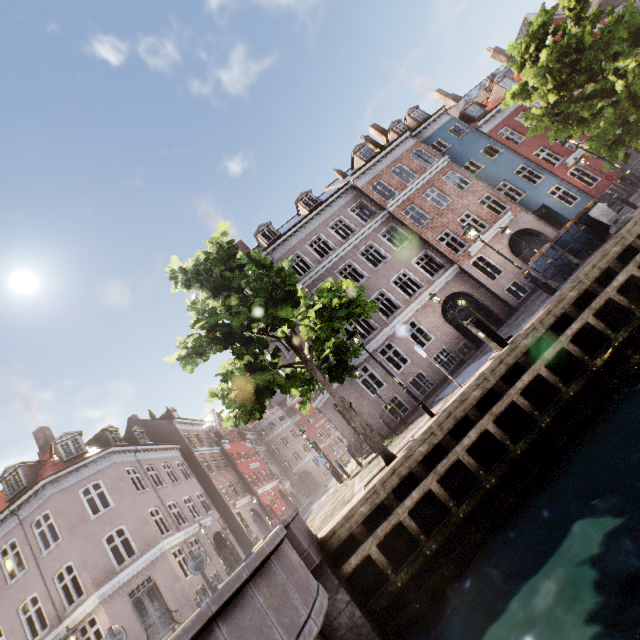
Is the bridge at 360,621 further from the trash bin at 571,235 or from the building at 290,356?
the trash bin at 571,235

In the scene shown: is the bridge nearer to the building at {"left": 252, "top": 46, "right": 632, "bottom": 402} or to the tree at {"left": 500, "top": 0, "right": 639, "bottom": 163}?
the tree at {"left": 500, "top": 0, "right": 639, "bottom": 163}

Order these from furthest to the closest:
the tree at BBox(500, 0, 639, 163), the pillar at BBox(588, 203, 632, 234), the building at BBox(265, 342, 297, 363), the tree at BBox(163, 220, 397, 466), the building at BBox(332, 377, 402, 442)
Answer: the building at BBox(265, 342, 297, 363)
the building at BBox(332, 377, 402, 442)
the tree at BBox(500, 0, 639, 163)
the pillar at BBox(588, 203, 632, 234)
the tree at BBox(163, 220, 397, 466)

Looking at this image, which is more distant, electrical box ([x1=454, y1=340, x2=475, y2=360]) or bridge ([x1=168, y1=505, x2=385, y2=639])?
electrical box ([x1=454, y1=340, x2=475, y2=360])

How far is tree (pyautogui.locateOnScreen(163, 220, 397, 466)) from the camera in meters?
8.5 m

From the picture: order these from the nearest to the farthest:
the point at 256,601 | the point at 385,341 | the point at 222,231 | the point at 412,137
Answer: the point at 256,601 → the point at 222,231 → the point at 385,341 → the point at 412,137

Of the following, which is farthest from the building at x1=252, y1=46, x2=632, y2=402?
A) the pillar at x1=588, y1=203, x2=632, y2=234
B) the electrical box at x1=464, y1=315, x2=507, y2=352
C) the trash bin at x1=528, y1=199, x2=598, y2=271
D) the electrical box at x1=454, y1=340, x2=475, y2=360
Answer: the electrical box at x1=464, y1=315, x2=507, y2=352

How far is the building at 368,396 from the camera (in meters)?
17.55
